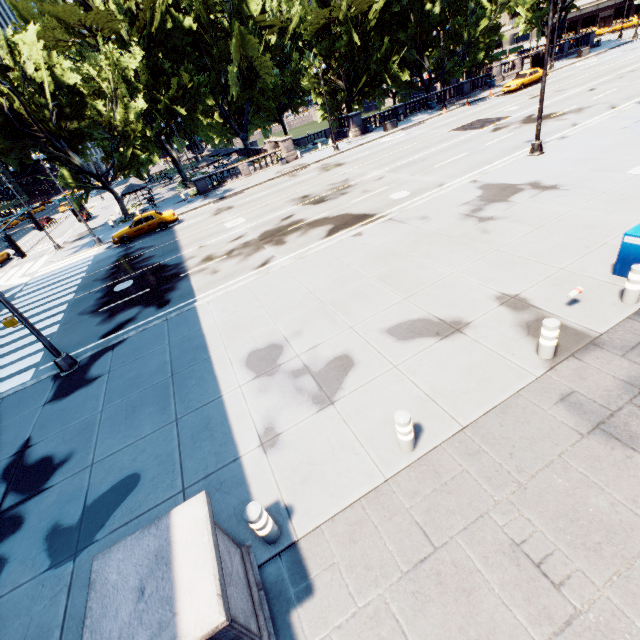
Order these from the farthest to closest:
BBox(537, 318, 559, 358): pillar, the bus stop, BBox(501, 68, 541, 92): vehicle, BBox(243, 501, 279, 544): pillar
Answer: the bus stop → BBox(501, 68, 541, 92): vehicle → BBox(537, 318, 559, 358): pillar → BBox(243, 501, 279, 544): pillar

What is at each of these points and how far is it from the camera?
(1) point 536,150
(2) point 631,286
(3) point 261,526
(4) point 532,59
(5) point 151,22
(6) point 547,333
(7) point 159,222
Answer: (1) light, 16.0 meters
(2) pillar, 6.7 meters
(3) pillar, 4.7 meters
(4) bus stop, 39.9 meters
(5) tree, 33.3 meters
(6) pillar, 6.0 meters
(7) vehicle, 25.5 meters

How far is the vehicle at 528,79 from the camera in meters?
34.3

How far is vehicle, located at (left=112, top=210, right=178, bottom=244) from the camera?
24.9m

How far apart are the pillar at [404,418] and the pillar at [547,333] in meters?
3.2

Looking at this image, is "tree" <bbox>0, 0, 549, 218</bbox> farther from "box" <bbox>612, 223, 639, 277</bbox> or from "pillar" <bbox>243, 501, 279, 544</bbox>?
"box" <bbox>612, 223, 639, 277</bbox>

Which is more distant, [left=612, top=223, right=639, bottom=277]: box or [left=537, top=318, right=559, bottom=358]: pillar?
[left=612, top=223, right=639, bottom=277]: box

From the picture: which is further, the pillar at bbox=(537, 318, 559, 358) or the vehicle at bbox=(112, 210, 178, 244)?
the vehicle at bbox=(112, 210, 178, 244)
